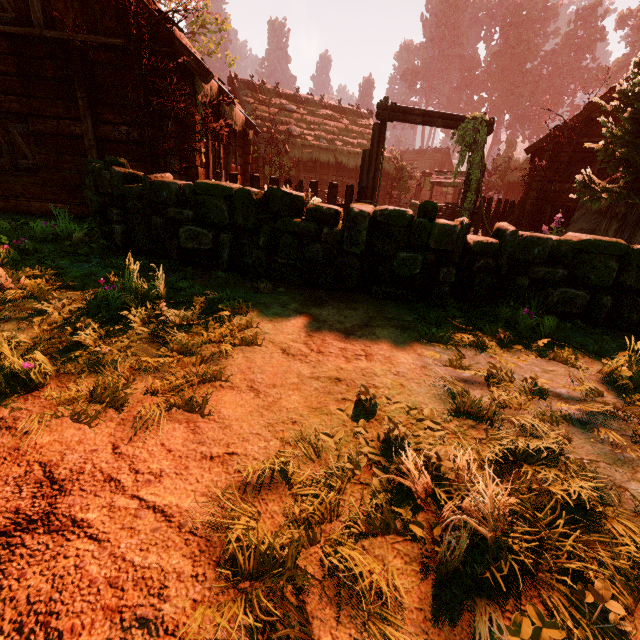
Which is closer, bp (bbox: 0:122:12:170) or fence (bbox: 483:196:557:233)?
bp (bbox: 0:122:12:170)

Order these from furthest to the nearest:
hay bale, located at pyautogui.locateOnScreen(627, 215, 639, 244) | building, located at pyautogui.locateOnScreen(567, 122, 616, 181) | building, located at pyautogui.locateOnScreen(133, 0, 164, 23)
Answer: building, located at pyautogui.locateOnScreen(567, 122, 616, 181) < hay bale, located at pyautogui.locateOnScreen(627, 215, 639, 244) < building, located at pyautogui.locateOnScreen(133, 0, 164, 23)

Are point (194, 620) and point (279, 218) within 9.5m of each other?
yes

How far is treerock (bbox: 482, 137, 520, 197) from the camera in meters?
28.8 m

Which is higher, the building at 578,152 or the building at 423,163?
the building at 423,163

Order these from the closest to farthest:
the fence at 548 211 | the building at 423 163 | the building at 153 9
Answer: the building at 153 9
the fence at 548 211
the building at 423 163

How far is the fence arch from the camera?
9.4 meters

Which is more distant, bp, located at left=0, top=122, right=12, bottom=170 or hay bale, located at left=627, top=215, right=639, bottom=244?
hay bale, located at left=627, top=215, right=639, bottom=244
